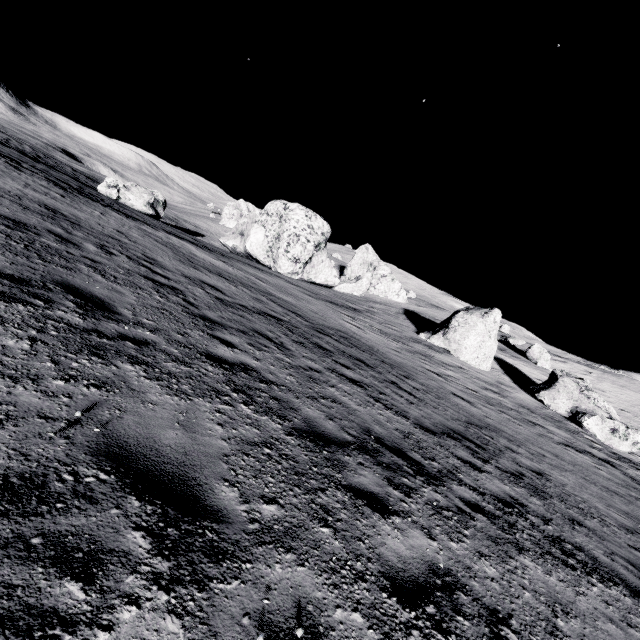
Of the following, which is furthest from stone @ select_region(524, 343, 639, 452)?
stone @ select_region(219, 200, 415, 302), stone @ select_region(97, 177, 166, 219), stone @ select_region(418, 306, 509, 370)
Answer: stone @ select_region(97, 177, 166, 219)

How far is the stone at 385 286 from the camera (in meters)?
32.38

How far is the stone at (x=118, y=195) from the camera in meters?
30.3 m

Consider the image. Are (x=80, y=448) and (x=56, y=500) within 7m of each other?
yes

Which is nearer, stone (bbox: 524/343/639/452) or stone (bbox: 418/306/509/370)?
stone (bbox: 524/343/639/452)

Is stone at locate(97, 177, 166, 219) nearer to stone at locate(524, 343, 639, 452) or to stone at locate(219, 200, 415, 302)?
stone at locate(219, 200, 415, 302)

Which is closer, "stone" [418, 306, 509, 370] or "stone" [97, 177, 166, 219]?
"stone" [418, 306, 509, 370]
